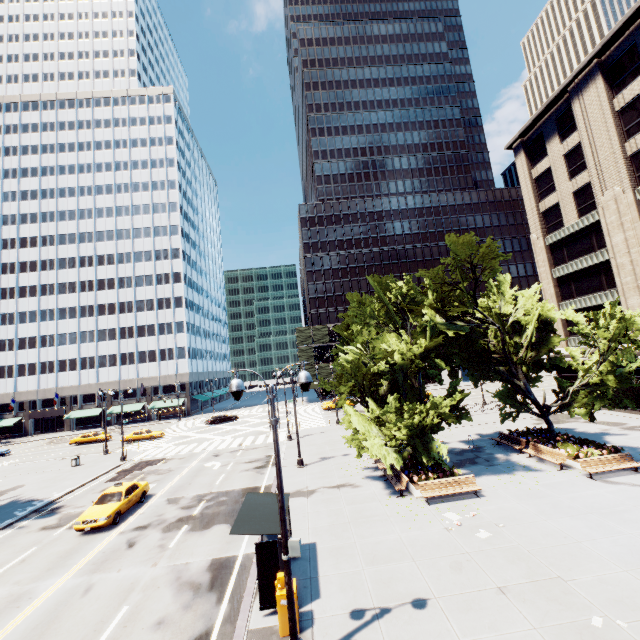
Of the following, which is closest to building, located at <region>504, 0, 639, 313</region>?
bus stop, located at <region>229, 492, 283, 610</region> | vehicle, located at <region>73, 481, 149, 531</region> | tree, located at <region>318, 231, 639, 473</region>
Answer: tree, located at <region>318, 231, 639, 473</region>

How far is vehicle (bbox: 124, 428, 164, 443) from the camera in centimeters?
4328cm

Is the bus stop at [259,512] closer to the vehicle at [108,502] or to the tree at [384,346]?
the tree at [384,346]

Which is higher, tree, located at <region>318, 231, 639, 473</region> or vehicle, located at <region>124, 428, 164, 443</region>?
tree, located at <region>318, 231, 639, 473</region>

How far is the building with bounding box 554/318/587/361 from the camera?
33.4m

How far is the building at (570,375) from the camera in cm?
3381

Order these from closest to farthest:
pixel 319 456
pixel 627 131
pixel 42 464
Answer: pixel 319 456 → pixel 627 131 → pixel 42 464
